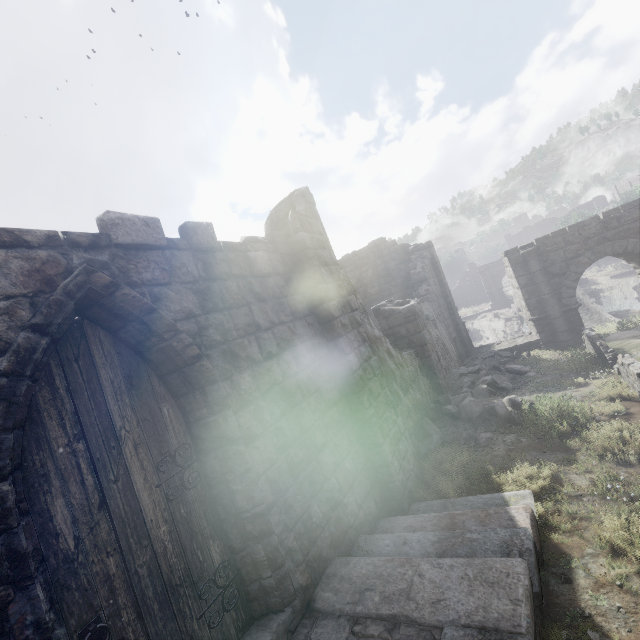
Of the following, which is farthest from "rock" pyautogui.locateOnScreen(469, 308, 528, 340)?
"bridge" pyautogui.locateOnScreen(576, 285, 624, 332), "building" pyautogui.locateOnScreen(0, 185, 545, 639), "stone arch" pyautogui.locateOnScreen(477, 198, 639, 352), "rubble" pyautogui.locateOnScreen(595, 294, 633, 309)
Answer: "building" pyautogui.locateOnScreen(0, 185, 545, 639)

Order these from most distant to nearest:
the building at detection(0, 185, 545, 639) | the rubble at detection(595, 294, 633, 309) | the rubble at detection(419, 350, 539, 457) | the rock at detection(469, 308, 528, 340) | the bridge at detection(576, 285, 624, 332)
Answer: the rock at detection(469, 308, 528, 340) → the rubble at detection(595, 294, 633, 309) → the bridge at detection(576, 285, 624, 332) → the rubble at detection(419, 350, 539, 457) → the building at detection(0, 185, 545, 639)

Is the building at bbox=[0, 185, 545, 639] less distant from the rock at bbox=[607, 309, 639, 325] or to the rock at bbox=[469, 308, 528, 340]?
the rock at bbox=[607, 309, 639, 325]

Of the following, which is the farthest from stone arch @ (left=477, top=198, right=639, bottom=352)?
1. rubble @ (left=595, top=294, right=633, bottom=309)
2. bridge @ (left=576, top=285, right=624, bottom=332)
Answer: rubble @ (left=595, top=294, right=633, bottom=309)

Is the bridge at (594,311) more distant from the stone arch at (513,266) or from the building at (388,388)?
the building at (388,388)

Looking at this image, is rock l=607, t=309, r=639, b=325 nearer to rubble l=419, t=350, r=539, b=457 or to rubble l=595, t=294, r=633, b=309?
rubble l=419, t=350, r=539, b=457

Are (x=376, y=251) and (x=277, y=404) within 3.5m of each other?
no

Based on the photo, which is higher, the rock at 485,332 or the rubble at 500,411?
the rubble at 500,411
